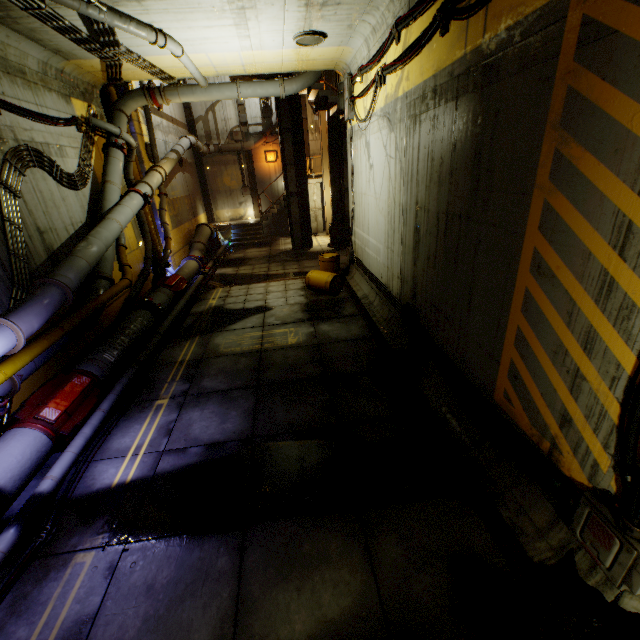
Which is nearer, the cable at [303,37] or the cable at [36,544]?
the cable at [36,544]

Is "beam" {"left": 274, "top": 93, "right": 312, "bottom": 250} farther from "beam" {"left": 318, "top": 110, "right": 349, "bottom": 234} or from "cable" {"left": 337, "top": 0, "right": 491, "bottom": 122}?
"cable" {"left": 337, "top": 0, "right": 491, "bottom": 122}

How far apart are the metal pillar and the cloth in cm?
529

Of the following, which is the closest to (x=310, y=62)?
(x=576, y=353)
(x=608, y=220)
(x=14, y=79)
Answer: (x=14, y=79)

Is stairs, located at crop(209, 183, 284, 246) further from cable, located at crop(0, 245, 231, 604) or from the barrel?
the barrel

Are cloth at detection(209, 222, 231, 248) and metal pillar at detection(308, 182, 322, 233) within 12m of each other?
yes

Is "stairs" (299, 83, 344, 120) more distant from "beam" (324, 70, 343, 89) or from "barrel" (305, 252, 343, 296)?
"barrel" (305, 252, 343, 296)

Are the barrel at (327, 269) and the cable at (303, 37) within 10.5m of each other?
yes
